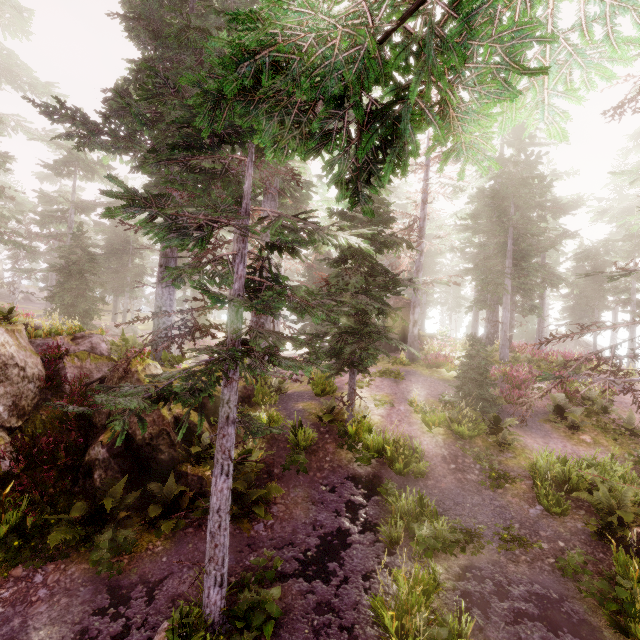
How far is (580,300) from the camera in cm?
3044

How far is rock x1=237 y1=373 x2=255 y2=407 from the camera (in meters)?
13.01

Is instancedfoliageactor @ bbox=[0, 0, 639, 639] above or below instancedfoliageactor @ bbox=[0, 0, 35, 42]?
below

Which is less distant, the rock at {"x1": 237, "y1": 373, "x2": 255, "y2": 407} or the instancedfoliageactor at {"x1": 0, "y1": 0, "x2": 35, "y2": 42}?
the rock at {"x1": 237, "y1": 373, "x2": 255, "y2": 407}

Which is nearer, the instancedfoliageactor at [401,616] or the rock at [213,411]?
the instancedfoliageactor at [401,616]
